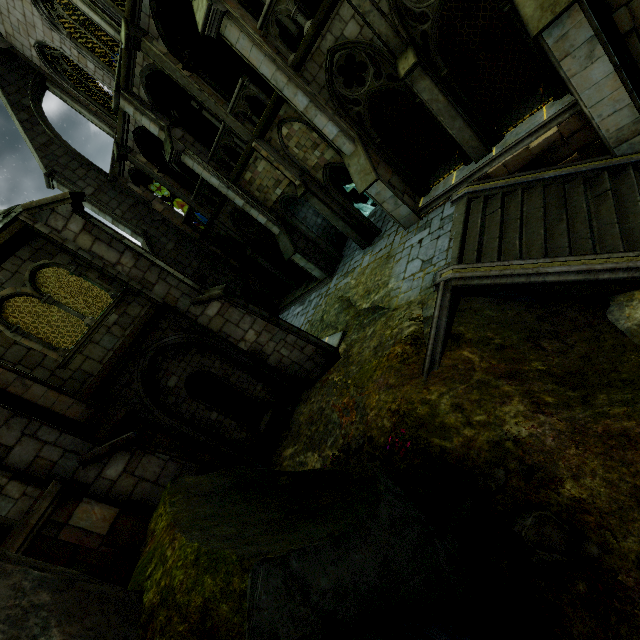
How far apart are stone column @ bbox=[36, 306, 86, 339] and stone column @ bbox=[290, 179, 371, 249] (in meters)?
10.22

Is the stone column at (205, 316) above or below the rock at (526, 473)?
above

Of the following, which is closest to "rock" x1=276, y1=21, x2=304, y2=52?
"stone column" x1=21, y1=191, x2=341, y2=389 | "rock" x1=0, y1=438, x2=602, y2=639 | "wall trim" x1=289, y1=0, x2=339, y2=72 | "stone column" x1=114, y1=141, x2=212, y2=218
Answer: "wall trim" x1=289, y1=0, x2=339, y2=72

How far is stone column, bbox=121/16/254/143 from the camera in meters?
11.2

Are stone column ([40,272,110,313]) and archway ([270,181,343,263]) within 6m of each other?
no

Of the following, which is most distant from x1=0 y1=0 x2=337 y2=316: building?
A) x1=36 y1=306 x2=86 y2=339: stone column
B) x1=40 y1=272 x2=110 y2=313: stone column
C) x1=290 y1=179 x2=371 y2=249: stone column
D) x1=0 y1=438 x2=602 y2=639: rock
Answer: x1=0 y1=438 x2=602 y2=639: rock

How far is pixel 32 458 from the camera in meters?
5.6 m

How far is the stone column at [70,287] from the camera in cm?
957
